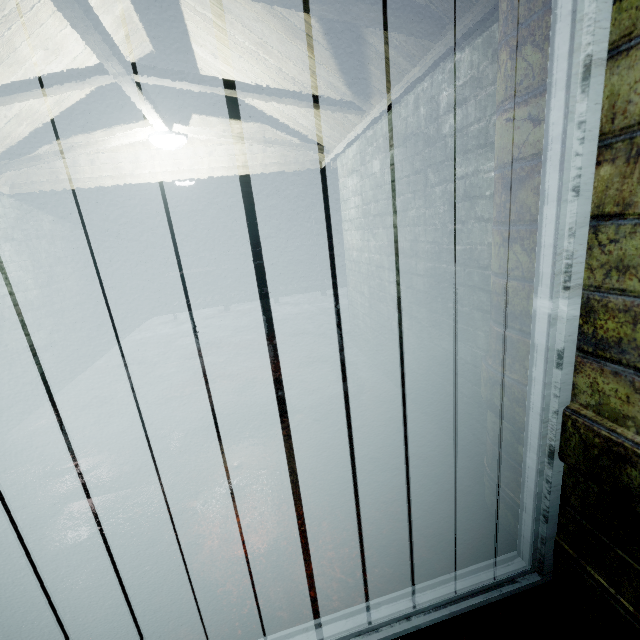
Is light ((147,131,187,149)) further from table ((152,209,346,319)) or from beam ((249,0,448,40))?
table ((152,209,346,319))

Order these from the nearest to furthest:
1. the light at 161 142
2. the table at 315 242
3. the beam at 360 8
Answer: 1. the beam at 360 8
2. the light at 161 142
3. the table at 315 242

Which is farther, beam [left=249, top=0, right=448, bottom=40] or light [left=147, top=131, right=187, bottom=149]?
light [left=147, top=131, right=187, bottom=149]

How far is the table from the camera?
5.99m

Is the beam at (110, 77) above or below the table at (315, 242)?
above

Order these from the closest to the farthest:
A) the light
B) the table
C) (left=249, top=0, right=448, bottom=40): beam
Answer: (left=249, top=0, right=448, bottom=40): beam
the light
the table

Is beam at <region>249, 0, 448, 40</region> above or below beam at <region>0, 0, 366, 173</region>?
below

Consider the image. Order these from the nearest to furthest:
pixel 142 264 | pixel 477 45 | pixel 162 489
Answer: pixel 477 45, pixel 162 489, pixel 142 264
